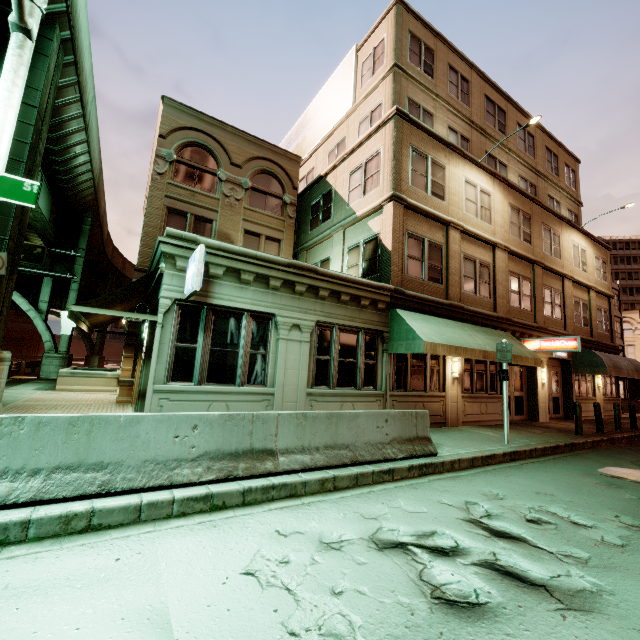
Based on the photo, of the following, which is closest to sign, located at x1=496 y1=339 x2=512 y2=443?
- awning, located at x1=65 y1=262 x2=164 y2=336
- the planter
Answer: awning, located at x1=65 y1=262 x2=164 y2=336

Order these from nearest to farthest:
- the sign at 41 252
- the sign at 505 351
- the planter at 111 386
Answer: the sign at 505 351 < the planter at 111 386 < the sign at 41 252

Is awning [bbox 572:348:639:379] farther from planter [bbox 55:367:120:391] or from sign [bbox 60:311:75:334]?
sign [bbox 60:311:75:334]

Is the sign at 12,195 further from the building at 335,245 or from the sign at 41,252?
the sign at 41,252

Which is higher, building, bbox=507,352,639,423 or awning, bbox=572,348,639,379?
awning, bbox=572,348,639,379

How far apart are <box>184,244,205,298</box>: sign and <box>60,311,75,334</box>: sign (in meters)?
20.68

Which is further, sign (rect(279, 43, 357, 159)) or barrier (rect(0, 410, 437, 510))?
sign (rect(279, 43, 357, 159))

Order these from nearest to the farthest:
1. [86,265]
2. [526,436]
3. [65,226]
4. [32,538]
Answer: [32,538] → [526,436] → [65,226] → [86,265]
